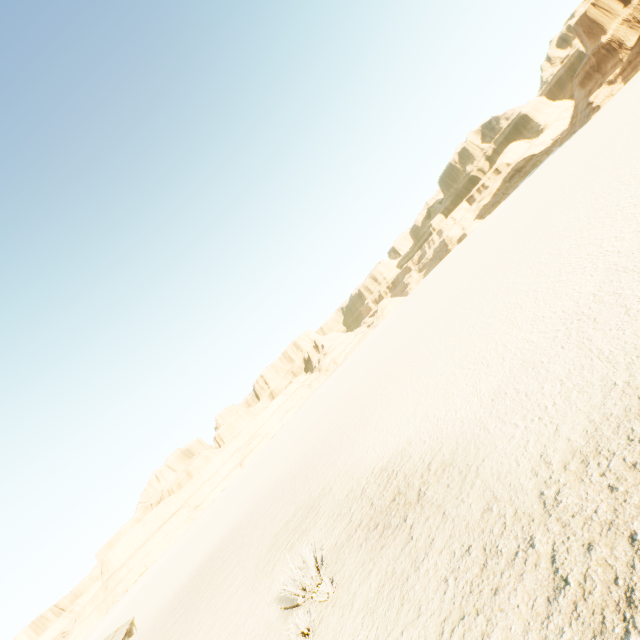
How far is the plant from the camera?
8.0m

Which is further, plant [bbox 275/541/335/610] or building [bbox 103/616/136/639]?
plant [bbox 275/541/335/610]

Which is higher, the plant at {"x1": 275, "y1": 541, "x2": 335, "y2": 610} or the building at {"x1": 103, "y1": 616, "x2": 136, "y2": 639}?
the building at {"x1": 103, "y1": 616, "x2": 136, "y2": 639}

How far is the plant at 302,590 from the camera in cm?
799

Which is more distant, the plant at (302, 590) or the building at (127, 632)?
the plant at (302, 590)

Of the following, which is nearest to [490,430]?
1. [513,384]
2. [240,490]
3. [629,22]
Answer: [513,384]
